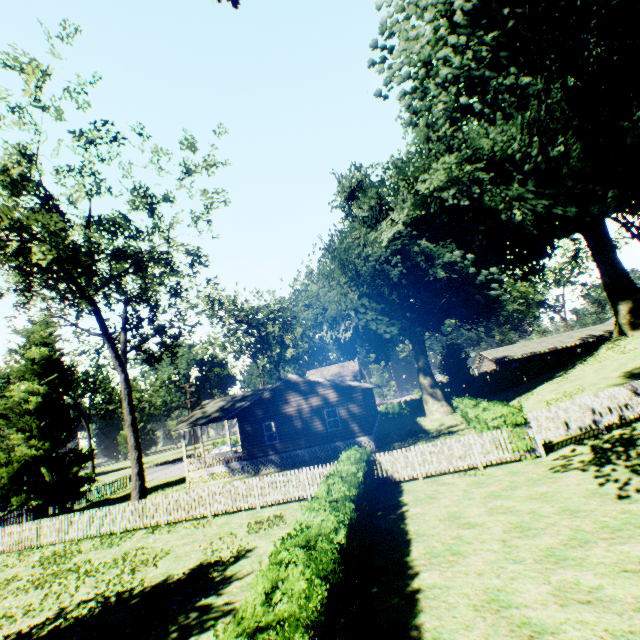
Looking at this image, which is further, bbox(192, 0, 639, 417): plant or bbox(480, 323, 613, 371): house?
bbox(480, 323, 613, 371): house

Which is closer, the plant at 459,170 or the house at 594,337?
the plant at 459,170

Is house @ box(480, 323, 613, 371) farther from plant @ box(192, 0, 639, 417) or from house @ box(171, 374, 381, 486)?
house @ box(171, 374, 381, 486)

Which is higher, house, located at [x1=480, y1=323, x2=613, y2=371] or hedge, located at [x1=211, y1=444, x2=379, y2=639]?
house, located at [x1=480, y1=323, x2=613, y2=371]

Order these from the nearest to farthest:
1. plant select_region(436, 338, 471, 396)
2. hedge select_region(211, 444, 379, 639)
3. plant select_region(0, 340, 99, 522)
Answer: hedge select_region(211, 444, 379, 639)
plant select_region(0, 340, 99, 522)
plant select_region(436, 338, 471, 396)

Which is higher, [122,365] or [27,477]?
[122,365]

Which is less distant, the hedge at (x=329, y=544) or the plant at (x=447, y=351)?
the hedge at (x=329, y=544)

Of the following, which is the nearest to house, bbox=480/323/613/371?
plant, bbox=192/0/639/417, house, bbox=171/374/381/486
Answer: plant, bbox=192/0/639/417
